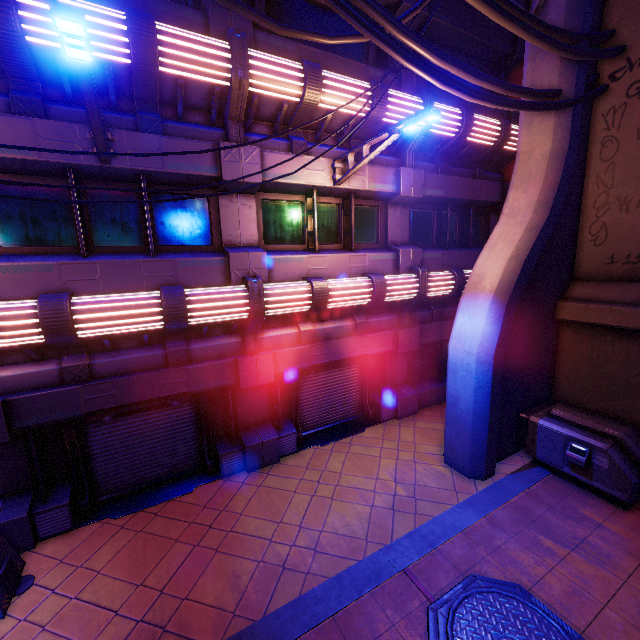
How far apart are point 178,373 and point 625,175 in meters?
11.2 m

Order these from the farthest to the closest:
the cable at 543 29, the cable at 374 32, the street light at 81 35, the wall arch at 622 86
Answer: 1. the wall arch at 622 86
2. the cable at 543 29
3. the cable at 374 32
4. the street light at 81 35

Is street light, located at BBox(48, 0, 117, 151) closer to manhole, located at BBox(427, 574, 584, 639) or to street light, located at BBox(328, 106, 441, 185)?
street light, located at BBox(328, 106, 441, 185)

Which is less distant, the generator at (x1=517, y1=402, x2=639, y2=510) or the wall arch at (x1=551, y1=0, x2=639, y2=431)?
the generator at (x1=517, y1=402, x2=639, y2=510)

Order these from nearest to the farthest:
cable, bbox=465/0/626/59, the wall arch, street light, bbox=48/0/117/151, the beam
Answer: street light, bbox=48/0/117/151 → the beam → cable, bbox=465/0/626/59 → the wall arch

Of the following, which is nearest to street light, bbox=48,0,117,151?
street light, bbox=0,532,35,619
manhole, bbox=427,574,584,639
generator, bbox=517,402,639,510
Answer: street light, bbox=0,532,35,619

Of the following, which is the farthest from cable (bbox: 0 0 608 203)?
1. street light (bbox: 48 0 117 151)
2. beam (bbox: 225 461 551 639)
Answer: beam (bbox: 225 461 551 639)

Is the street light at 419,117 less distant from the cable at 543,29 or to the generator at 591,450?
the cable at 543,29
